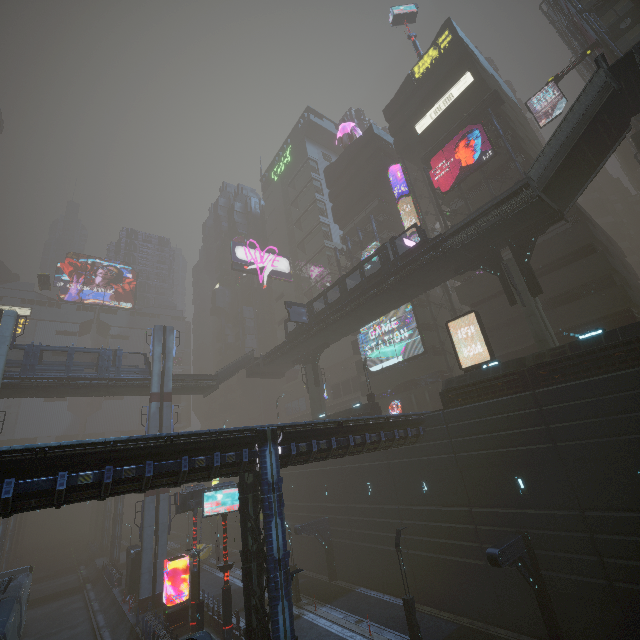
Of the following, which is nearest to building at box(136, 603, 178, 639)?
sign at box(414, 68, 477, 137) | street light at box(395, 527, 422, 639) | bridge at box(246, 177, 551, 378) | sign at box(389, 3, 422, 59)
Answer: sign at box(414, 68, 477, 137)

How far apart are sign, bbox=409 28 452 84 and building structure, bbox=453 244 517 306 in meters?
30.5 m

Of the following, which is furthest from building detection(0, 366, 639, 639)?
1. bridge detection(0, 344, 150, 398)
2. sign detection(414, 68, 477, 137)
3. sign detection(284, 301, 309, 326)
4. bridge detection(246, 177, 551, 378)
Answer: sign detection(284, 301, 309, 326)

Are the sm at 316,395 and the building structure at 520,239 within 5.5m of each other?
no

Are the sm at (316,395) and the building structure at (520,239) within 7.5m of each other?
no

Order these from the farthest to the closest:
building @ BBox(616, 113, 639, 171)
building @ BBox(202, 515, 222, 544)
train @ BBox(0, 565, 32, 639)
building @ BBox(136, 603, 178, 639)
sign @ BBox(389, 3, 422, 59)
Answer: building @ BBox(202, 515, 222, 544)
sign @ BBox(389, 3, 422, 59)
building @ BBox(616, 113, 639, 171)
building @ BBox(136, 603, 178, 639)
train @ BBox(0, 565, 32, 639)

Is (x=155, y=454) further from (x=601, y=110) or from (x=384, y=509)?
(x=601, y=110)

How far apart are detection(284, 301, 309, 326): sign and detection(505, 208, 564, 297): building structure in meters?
21.0
